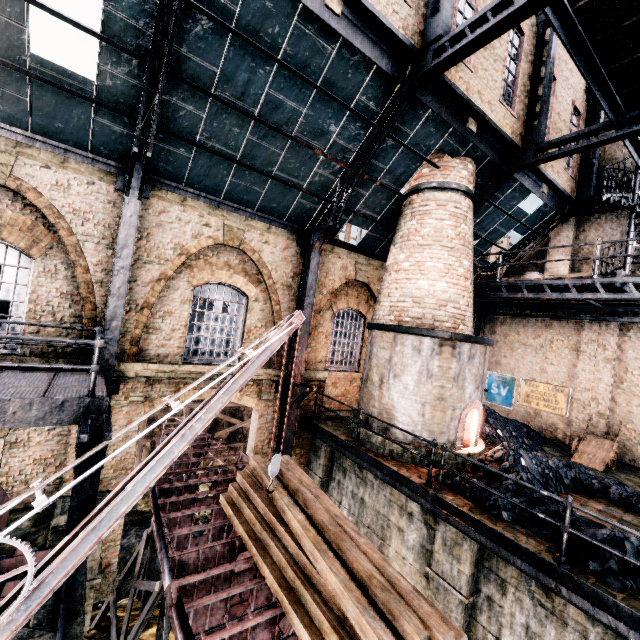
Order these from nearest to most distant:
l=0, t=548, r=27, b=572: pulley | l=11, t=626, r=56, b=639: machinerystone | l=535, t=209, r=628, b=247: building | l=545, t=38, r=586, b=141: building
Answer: Answer: l=11, t=626, r=56, b=639: machinerystone < l=0, t=548, r=27, b=572: pulley < l=545, t=38, r=586, b=141: building < l=535, t=209, r=628, b=247: building

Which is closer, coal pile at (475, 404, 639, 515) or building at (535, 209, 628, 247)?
coal pile at (475, 404, 639, 515)

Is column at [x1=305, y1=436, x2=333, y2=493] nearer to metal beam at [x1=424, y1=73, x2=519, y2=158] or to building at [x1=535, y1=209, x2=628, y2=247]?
building at [x1=535, y1=209, x2=628, y2=247]

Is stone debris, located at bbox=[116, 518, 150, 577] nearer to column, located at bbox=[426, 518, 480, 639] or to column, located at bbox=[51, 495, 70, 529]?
column, located at bbox=[51, 495, 70, 529]

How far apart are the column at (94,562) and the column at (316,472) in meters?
Answer: 7.1

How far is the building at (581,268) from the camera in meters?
15.4

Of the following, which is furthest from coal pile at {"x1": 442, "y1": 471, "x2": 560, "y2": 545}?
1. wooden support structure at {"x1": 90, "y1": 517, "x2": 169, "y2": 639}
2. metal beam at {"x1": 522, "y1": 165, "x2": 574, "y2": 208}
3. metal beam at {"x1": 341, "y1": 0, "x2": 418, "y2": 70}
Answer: metal beam at {"x1": 341, "y1": 0, "x2": 418, "y2": 70}

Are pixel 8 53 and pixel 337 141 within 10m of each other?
yes
